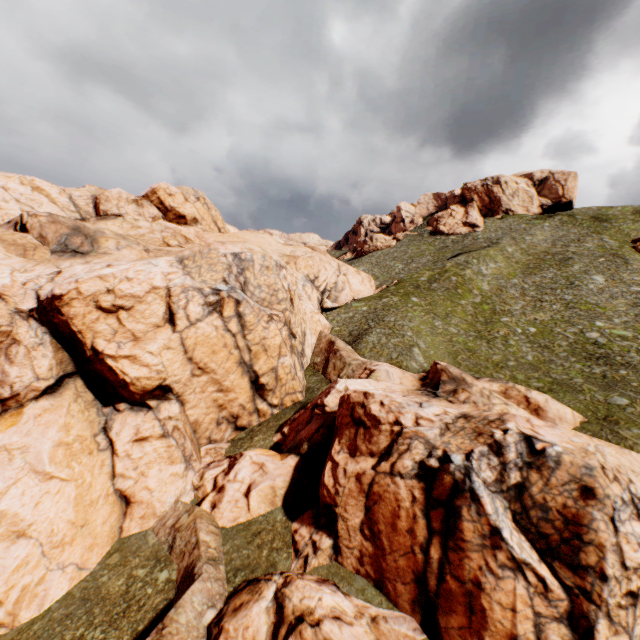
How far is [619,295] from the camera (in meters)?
43.25
